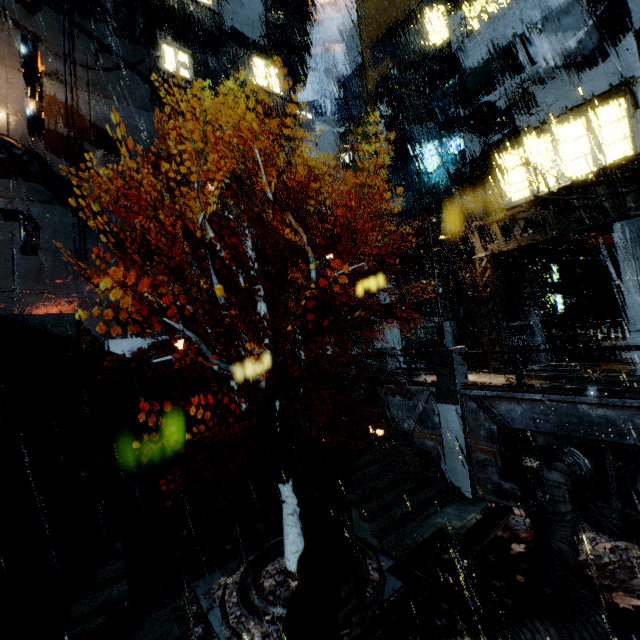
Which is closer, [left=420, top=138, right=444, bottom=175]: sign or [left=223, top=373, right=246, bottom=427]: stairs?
[left=223, top=373, right=246, bottom=427]: stairs

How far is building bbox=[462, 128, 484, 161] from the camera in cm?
2002

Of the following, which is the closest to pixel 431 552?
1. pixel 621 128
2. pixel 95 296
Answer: pixel 621 128

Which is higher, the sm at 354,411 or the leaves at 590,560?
the sm at 354,411

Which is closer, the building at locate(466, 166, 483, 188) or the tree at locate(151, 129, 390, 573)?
the tree at locate(151, 129, 390, 573)

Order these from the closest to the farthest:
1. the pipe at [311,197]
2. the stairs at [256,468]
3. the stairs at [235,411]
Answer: the stairs at [256,468] < the stairs at [235,411] < the pipe at [311,197]

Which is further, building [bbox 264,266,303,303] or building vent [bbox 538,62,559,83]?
building [bbox 264,266,303,303]

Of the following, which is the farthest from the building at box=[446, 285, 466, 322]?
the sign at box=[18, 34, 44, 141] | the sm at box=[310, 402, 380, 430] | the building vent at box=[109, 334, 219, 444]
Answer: the sm at box=[310, 402, 380, 430]
